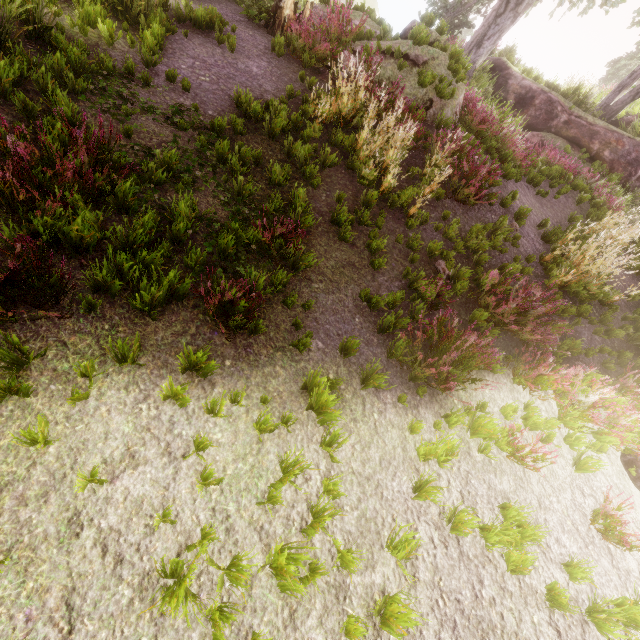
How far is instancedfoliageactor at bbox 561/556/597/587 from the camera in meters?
3.5 m

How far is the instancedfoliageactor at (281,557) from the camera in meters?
2.5

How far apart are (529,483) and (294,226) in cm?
503

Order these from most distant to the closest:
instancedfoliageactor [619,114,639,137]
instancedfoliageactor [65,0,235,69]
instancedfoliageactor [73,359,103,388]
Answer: instancedfoliageactor [619,114,639,137] < instancedfoliageactor [65,0,235,69] < instancedfoliageactor [73,359,103,388]

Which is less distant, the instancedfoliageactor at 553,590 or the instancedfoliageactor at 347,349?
the instancedfoliageactor at 553,590

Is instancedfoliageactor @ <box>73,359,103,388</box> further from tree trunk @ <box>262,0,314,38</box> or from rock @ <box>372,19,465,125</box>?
tree trunk @ <box>262,0,314,38</box>
